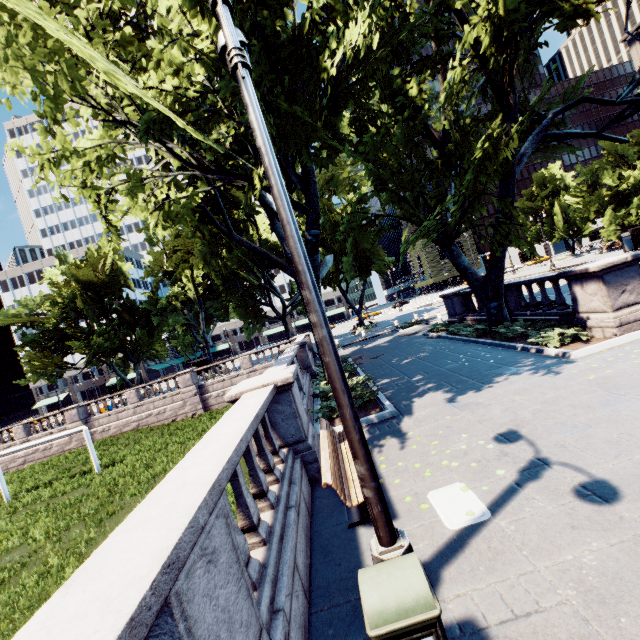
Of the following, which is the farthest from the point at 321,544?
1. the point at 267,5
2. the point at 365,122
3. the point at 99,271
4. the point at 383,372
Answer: the point at 99,271

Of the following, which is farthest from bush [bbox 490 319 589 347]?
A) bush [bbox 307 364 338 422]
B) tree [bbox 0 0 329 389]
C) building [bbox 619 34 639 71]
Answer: building [bbox 619 34 639 71]

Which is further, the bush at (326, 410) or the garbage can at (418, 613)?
the bush at (326, 410)

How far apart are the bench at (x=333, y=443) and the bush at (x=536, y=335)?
7.70m

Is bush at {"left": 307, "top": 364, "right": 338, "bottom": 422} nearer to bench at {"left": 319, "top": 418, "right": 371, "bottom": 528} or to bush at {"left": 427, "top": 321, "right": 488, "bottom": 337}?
bench at {"left": 319, "top": 418, "right": 371, "bottom": 528}

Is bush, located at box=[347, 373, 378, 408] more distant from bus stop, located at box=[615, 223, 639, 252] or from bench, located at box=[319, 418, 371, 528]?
bus stop, located at box=[615, 223, 639, 252]

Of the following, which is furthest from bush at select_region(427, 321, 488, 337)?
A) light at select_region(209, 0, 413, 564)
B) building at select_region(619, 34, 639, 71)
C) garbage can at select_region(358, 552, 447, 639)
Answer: building at select_region(619, 34, 639, 71)

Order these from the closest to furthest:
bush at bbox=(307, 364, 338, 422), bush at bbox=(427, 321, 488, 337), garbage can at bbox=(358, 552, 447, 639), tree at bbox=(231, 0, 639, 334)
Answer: garbage can at bbox=(358, 552, 447, 639)
tree at bbox=(231, 0, 639, 334)
bush at bbox=(307, 364, 338, 422)
bush at bbox=(427, 321, 488, 337)
